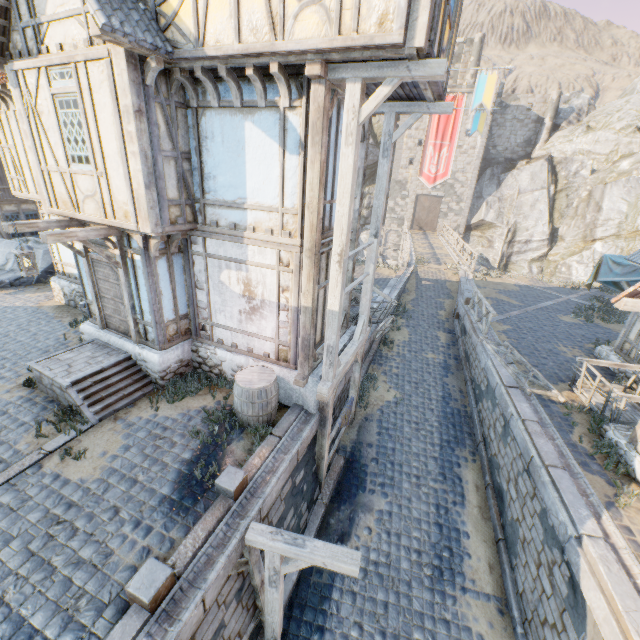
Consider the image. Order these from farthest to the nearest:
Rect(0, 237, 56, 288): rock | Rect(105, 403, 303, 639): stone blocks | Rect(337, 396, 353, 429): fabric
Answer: Rect(0, 237, 56, 288): rock → Rect(337, 396, 353, 429): fabric → Rect(105, 403, 303, 639): stone blocks

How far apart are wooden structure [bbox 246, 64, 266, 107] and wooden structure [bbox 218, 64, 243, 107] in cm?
36

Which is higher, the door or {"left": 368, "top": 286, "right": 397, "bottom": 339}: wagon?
the door

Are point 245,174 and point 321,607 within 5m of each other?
no

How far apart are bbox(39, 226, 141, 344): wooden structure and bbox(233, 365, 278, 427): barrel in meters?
3.0 m

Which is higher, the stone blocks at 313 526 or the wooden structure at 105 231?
the wooden structure at 105 231

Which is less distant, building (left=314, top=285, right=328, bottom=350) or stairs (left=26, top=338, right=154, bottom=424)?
stairs (left=26, top=338, right=154, bottom=424)

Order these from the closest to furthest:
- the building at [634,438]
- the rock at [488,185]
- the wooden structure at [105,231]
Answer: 1. the wooden structure at [105,231]
2. the building at [634,438]
3. the rock at [488,185]
